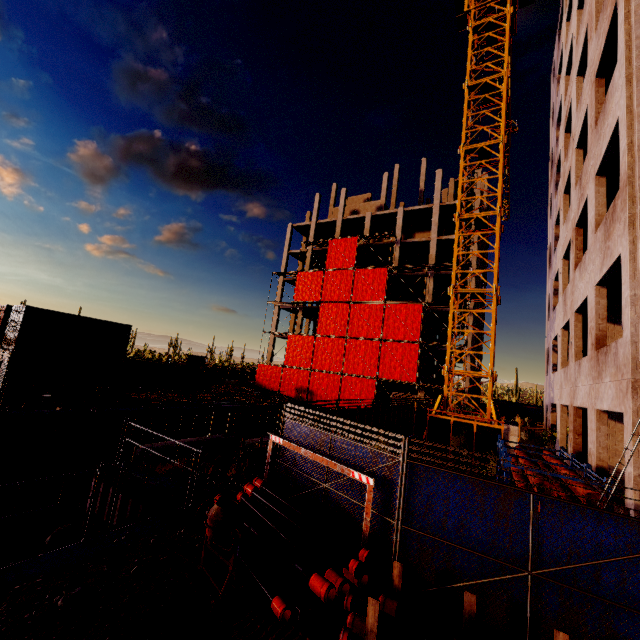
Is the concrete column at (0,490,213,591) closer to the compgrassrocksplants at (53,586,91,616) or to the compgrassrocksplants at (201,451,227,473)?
the compgrassrocksplants at (53,586,91,616)

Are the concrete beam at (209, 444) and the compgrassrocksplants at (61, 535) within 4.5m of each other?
no

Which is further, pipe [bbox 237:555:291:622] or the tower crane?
the tower crane

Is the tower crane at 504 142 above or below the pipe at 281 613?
above

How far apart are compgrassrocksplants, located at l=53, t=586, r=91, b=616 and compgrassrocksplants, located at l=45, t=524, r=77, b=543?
12.78m

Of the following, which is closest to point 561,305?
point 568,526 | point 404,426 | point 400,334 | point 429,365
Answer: point 404,426

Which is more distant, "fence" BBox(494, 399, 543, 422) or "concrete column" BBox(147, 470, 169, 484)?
"fence" BBox(494, 399, 543, 422)

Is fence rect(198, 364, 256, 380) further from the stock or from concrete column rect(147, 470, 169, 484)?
the stock
